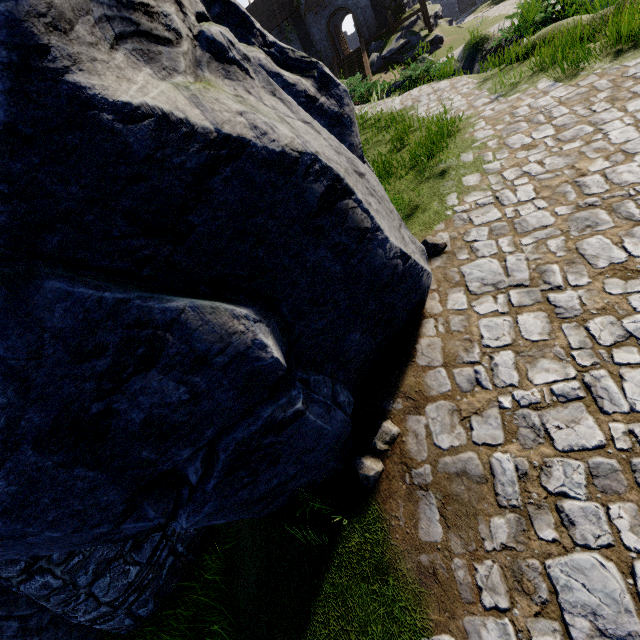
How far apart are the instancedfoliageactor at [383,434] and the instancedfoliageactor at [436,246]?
2.3m

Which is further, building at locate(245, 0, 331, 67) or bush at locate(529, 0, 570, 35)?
building at locate(245, 0, 331, 67)

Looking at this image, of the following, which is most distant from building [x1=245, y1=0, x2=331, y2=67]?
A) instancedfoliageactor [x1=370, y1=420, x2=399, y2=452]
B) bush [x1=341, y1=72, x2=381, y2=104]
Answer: instancedfoliageactor [x1=370, y1=420, x2=399, y2=452]

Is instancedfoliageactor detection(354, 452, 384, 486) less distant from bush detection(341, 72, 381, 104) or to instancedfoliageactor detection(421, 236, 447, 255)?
instancedfoliageactor detection(421, 236, 447, 255)

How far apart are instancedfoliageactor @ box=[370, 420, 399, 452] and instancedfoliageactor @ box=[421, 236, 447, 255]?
2.3 meters

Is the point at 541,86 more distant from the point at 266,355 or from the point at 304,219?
the point at 266,355

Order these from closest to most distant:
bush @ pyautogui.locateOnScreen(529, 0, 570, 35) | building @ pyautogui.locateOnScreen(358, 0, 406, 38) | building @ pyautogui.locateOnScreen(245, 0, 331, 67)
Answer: bush @ pyautogui.locateOnScreen(529, 0, 570, 35), building @ pyautogui.locateOnScreen(358, 0, 406, 38), building @ pyautogui.locateOnScreen(245, 0, 331, 67)
